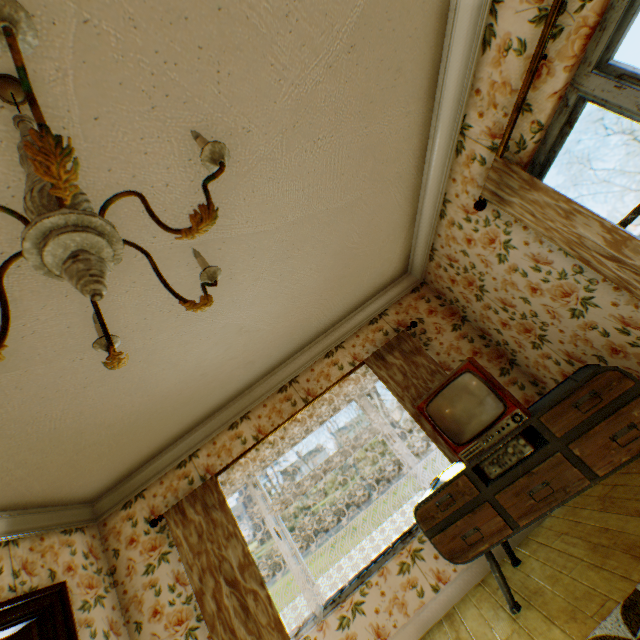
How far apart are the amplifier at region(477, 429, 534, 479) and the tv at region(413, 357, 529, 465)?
0.1m

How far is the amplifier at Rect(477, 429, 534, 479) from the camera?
2.5m

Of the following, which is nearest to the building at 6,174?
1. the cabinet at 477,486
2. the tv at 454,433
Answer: the cabinet at 477,486

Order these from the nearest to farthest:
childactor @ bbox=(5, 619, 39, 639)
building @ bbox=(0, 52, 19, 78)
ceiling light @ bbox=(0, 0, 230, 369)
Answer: ceiling light @ bbox=(0, 0, 230, 369)
building @ bbox=(0, 52, 19, 78)
childactor @ bbox=(5, 619, 39, 639)

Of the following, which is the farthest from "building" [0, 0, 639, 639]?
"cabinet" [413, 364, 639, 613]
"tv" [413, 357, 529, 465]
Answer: "tv" [413, 357, 529, 465]

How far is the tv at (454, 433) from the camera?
2.7m

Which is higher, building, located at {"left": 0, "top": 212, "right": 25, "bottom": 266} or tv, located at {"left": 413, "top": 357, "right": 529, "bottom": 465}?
building, located at {"left": 0, "top": 212, "right": 25, "bottom": 266}

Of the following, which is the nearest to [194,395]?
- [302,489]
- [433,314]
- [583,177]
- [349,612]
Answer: [302,489]
